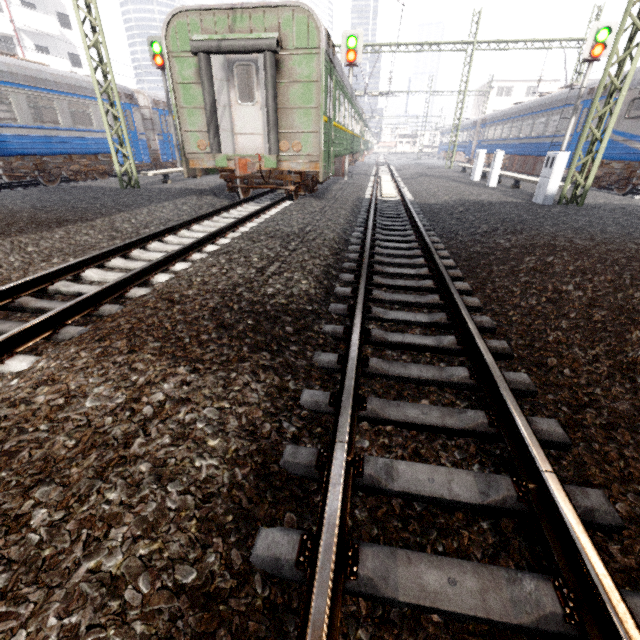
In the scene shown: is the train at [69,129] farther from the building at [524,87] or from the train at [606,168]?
the building at [524,87]

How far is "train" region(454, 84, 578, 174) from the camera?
17.0m

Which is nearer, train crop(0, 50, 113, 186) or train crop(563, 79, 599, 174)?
train crop(0, 50, 113, 186)

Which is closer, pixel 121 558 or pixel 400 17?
pixel 121 558

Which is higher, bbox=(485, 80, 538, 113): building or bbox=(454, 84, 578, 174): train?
bbox=(485, 80, 538, 113): building

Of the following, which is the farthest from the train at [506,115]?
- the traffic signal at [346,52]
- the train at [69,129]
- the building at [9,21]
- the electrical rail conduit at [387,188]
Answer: the building at [9,21]

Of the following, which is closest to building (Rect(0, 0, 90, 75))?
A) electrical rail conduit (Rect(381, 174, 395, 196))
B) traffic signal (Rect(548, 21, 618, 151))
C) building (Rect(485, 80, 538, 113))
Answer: electrical rail conduit (Rect(381, 174, 395, 196))

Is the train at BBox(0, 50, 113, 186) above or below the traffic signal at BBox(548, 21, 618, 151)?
below
